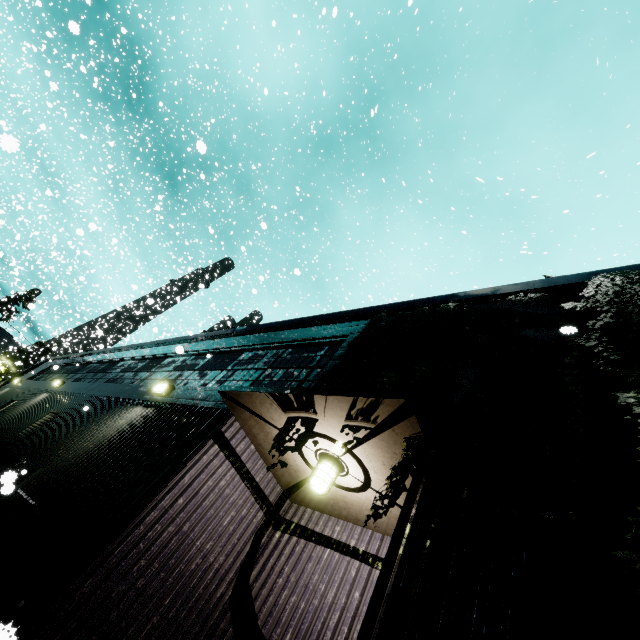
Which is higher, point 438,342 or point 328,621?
point 438,342

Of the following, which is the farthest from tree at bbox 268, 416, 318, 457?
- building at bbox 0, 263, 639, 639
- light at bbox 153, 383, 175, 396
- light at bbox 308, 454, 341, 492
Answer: light at bbox 153, 383, 175, 396

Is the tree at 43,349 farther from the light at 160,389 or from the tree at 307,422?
the light at 160,389

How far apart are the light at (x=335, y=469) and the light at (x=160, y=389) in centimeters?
421cm

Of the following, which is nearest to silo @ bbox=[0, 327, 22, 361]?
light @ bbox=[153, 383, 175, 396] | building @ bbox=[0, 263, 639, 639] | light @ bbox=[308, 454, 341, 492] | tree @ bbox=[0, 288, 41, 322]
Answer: tree @ bbox=[0, 288, 41, 322]

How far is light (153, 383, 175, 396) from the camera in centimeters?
681cm

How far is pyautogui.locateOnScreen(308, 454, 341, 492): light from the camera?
3.82m

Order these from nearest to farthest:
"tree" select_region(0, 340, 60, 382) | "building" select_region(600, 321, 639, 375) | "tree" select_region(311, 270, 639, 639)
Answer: "tree" select_region(311, 270, 639, 639)
"building" select_region(600, 321, 639, 375)
"tree" select_region(0, 340, 60, 382)
